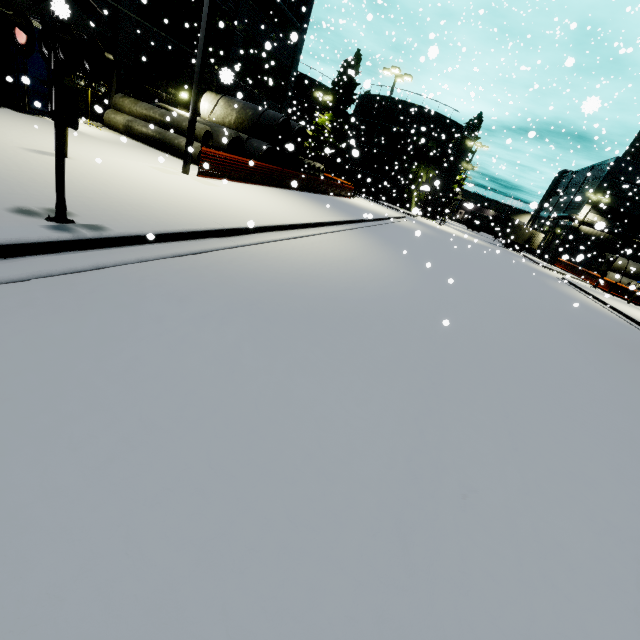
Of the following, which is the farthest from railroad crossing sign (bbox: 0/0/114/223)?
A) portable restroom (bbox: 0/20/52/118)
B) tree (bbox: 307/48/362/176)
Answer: tree (bbox: 307/48/362/176)

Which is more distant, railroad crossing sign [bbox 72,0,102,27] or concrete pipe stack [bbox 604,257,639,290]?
concrete pipe stack [bbox 604,257,639,290]

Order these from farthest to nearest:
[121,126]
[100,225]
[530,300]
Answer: [121,126]
[530,300]
[100,225]

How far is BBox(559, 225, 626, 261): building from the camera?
44.50m

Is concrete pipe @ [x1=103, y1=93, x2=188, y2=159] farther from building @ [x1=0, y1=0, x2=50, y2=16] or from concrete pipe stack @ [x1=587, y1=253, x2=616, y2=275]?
concrete pipe stack @ [x1=587, y1=253, x2=616, y2=275]

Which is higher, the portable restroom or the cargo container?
the cargo container

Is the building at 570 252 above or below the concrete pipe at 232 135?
above

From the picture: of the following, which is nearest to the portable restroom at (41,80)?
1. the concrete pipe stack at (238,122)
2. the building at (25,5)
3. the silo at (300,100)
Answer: the building at (25,5)
